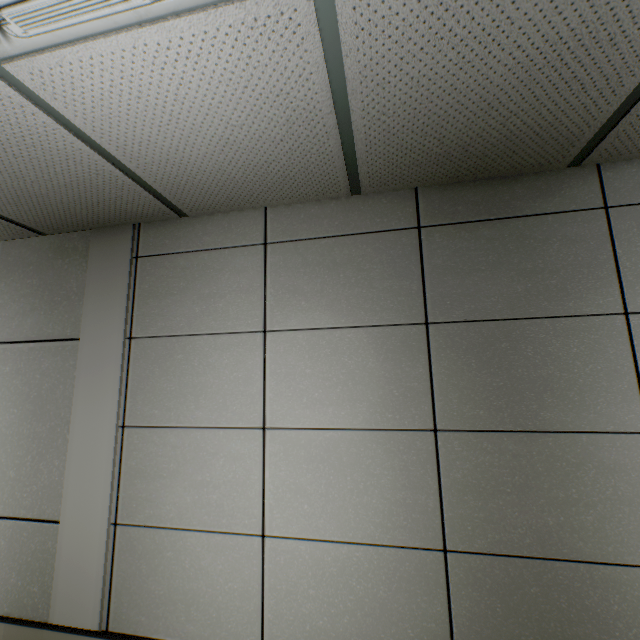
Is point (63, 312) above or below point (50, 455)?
above
